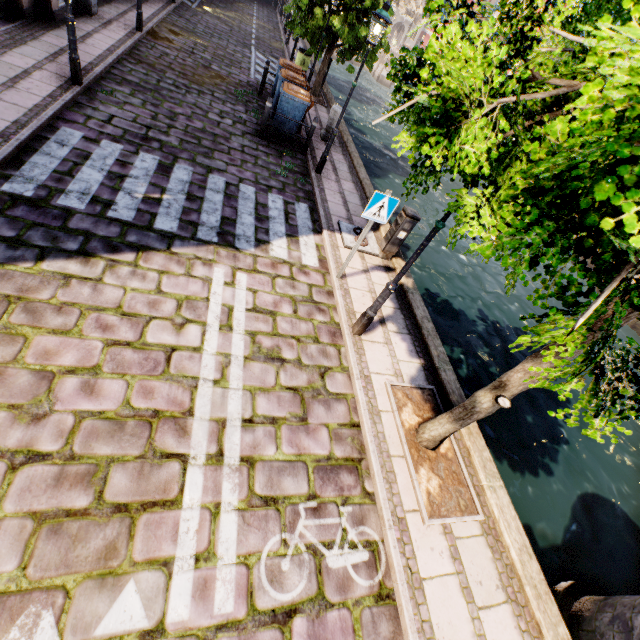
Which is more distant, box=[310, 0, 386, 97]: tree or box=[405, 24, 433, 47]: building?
box=[405, 24, 433, 47]: building

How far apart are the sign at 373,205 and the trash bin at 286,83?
7.4 meters

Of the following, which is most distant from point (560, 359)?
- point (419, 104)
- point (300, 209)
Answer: point (300, 209)

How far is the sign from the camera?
5.2m

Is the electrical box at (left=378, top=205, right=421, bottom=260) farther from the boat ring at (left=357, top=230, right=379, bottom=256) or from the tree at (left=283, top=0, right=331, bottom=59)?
the tree at (left=283, top=0, right=331, bottom=59)

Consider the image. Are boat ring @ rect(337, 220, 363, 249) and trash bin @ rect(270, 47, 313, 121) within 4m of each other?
no

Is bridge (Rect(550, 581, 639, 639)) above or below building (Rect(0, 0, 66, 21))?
below

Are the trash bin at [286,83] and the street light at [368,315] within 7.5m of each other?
no
